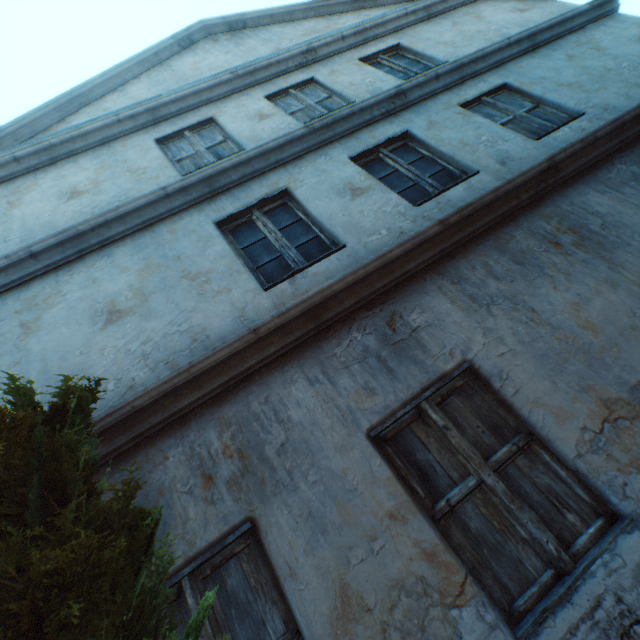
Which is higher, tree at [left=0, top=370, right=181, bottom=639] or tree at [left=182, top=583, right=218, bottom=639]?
tree at [left=0, top=370, right=181, bottom=639]

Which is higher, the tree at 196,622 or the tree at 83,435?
the tree at 83,435

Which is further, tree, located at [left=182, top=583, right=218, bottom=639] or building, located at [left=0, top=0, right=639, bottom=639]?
building, located at [left=0, top=0, right=639, bottom=639]

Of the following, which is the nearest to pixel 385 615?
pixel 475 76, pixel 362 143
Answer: pixel 362 143

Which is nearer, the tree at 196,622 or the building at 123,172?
the tree at 196,622
